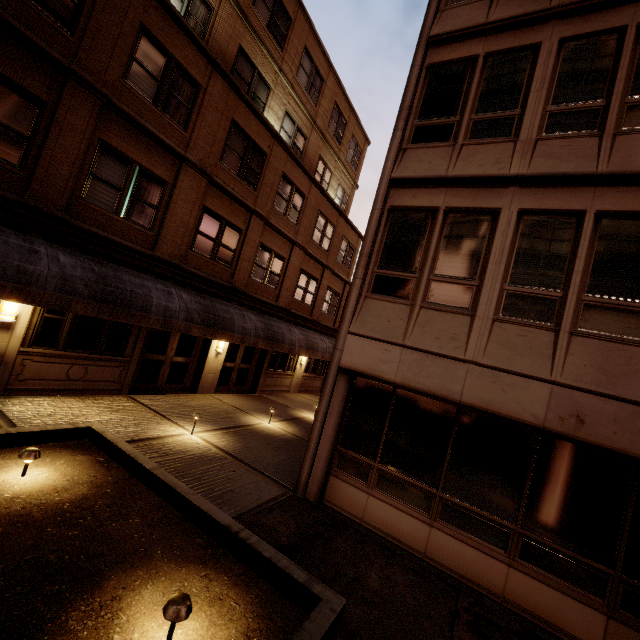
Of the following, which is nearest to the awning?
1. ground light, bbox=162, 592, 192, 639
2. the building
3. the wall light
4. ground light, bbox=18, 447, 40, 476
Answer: the building

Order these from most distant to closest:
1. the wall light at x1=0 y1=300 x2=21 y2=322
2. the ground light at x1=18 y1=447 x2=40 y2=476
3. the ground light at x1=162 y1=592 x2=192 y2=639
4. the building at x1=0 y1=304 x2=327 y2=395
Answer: the building at x1=0 y1=304 x2=327 y2=395, the wall light at x1=0 y1=300 x2=21 y2=322, the ground light at x1=18 y1=447 x2=40 y2=476, the ground light at x1=162 y1=592 x2=192 y2=639

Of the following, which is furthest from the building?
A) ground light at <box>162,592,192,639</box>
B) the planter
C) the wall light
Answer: ground light at <box>162,592,192,639</box>

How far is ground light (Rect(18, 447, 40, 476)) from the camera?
3.96m

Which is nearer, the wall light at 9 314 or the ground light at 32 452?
the ground light at 32 452

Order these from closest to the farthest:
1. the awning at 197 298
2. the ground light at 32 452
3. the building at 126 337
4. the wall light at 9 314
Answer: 1. the ground light at 32 452
2. the awning at 197 298
3. the wall light at 9 314
4. the building at 126 337

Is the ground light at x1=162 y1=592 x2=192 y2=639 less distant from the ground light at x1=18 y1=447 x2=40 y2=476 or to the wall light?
the ground light at x1=18 y1=447 x2=40 y2=476

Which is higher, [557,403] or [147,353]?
[557,403]
